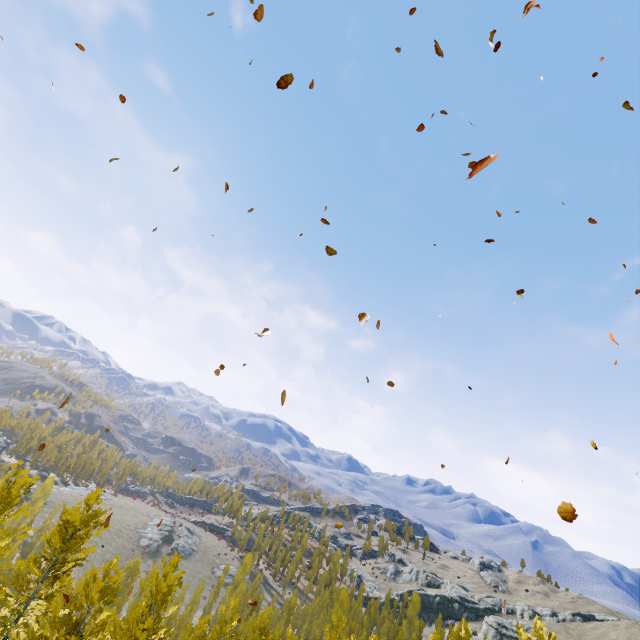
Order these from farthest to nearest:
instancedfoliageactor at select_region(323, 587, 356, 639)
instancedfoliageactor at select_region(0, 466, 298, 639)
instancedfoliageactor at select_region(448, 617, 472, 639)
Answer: instancedfoliageactor at select_region(448, 617, 472, 639) < instancedfoliageactor at select_region(323, 587, 356, 639) < instancedfoliageactor at select_region(0, 466, 298, 639)

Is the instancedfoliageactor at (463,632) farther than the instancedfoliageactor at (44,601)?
Yes

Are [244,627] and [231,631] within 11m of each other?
yes

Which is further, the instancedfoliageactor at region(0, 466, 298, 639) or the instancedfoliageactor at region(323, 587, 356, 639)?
the instancedfoliageactor at region(323, 587, 356, 639)

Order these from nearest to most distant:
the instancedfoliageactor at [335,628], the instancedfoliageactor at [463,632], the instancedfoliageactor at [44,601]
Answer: the instancedfoliageactor at [44,601] < the instancedfoliageactor at [335,628] < the instancedfoliageactor at [463,632]
